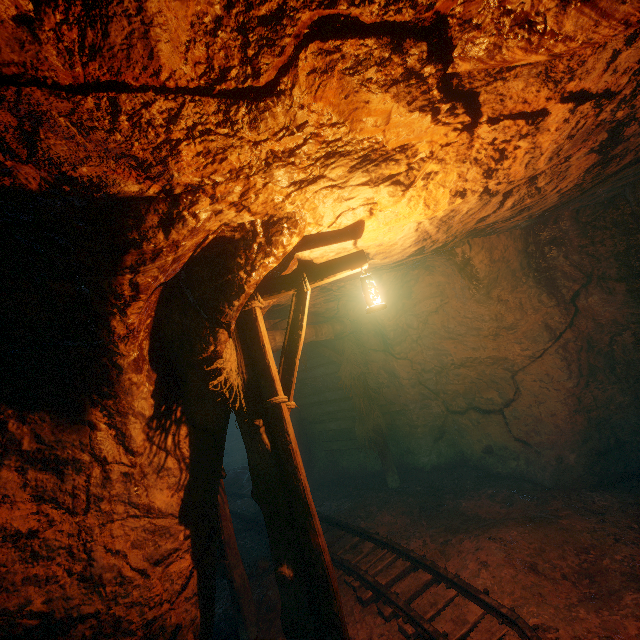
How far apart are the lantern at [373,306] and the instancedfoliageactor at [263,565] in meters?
4.8 m

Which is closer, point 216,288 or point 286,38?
point 286,38

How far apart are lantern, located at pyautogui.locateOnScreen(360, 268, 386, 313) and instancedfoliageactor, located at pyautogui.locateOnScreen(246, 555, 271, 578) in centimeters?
482cm

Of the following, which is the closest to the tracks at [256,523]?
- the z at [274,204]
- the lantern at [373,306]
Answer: the z at [274,204]

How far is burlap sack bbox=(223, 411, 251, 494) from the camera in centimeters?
1058cm

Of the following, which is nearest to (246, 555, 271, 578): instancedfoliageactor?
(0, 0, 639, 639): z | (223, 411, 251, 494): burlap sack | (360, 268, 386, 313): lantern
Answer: (0, 0, 639, 639): z

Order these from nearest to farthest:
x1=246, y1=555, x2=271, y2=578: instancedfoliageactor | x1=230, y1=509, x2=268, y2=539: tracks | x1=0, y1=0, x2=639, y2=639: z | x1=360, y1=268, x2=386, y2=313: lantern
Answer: x1=0, y1=0, x2=639, y2=639: z < x1=360, y1=268, x2=386, y2=313: lantern < x1=246, y1=555, x2=271, y2=578: instancedfoliageactor < x1=230, y1=509, x2=268, y2=539: tracks

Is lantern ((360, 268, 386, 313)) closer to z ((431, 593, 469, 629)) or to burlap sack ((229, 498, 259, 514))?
z ((431, 593, 469, 629))
